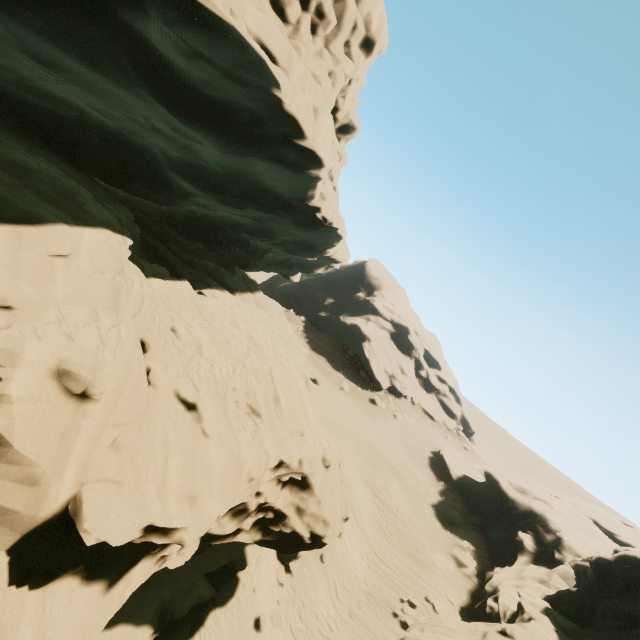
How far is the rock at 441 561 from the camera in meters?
23.3

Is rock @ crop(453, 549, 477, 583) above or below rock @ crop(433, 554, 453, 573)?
above

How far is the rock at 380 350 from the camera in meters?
51.7

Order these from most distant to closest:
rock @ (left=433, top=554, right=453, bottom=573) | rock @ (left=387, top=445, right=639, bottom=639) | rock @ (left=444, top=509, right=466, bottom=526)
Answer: rock @ (left=444, top=509, right=466, bottom=526) < rock @ (left=433, top=554, right=453, bottom=573) < rock @ (left=387, top=445, right=639, bottom=639)

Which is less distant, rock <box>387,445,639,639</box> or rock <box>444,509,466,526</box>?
rock <box>387,445,639,639</box>

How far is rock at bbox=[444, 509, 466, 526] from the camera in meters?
30.1 m

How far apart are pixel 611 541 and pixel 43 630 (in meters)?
41.25
